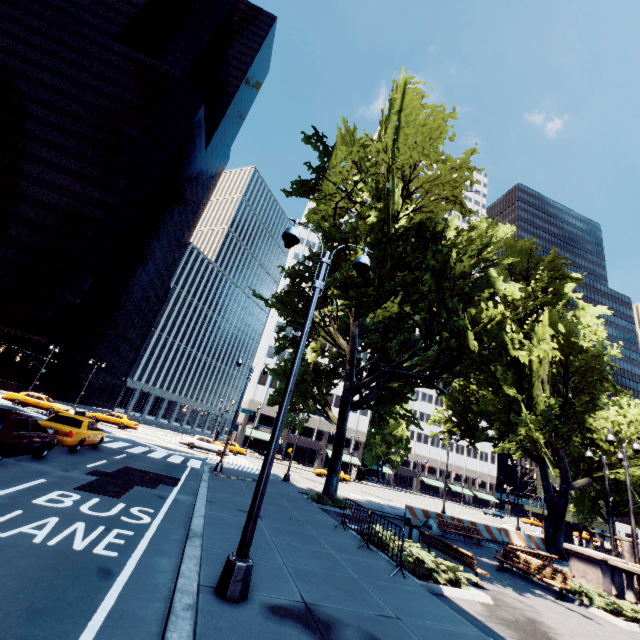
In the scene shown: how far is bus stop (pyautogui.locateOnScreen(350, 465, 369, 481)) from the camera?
54.72m

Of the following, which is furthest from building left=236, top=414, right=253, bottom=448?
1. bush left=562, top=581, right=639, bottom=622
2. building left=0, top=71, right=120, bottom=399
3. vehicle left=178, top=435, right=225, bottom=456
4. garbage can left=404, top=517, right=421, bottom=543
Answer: bush left=562, top=581, right=639, bottom=622

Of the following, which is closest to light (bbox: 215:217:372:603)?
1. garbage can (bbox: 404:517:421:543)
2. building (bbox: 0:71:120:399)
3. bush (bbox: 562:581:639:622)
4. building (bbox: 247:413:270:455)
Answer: garbage can (bbox: 404:517:421:543)

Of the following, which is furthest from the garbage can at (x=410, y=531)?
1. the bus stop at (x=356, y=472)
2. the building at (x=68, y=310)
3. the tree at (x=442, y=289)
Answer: the building at (x=68, y=310)

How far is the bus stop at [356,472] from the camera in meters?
54.7

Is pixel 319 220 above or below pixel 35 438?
above

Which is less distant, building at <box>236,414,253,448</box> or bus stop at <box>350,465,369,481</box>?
bus stop at <box>350,465,369,481</box>

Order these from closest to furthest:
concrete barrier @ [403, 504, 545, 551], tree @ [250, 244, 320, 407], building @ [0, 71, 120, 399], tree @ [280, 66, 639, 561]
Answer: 1. tree @ [280, 66, 639, 561]
2. tree @ [250, 244, 320, 407]
3. concrete barrier @ [403, 504, 545, 551]
4. building @ [0, 71, 120, 399]
